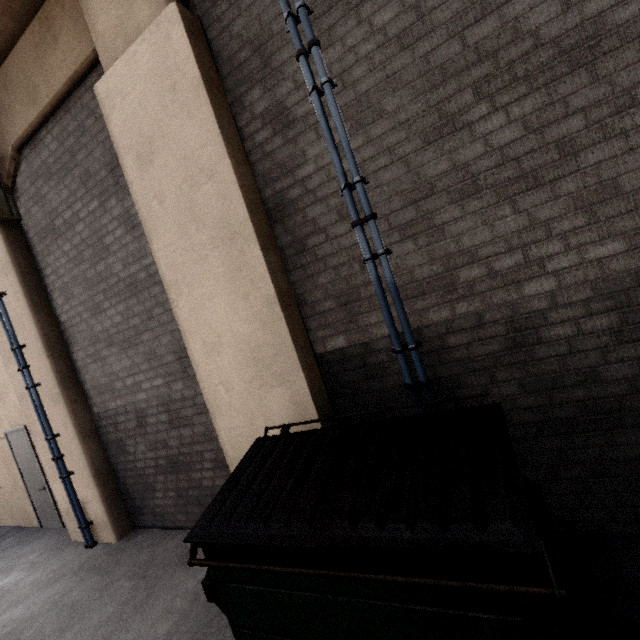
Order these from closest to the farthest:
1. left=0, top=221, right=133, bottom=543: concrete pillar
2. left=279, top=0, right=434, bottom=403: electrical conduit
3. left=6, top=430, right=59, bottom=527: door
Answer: left=279, top=0, right=434, bottom=403: electrical conduit < left=0, top=221, right=133, bottom=543: concrete pillar < left=6, top=430, right=59, bottom=527: door

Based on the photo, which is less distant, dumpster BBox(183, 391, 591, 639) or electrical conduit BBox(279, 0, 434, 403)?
dumpster BBox(183, 391, 591, 639)

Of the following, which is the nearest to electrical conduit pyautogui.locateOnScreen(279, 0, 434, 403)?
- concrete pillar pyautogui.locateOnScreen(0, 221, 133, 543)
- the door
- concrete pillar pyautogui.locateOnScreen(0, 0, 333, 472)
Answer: concrete pillar pyautogui.locateOnScreen(0, 0, 333, 472)

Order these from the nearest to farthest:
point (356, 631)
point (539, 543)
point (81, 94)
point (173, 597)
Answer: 1. point (539, 543)
2. point (356, 631)
3. point (173, 597)
4. point (81, 94)

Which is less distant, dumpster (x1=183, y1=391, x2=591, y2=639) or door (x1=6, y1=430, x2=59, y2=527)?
dumpster (x1=183, y1=391, x2=591, y2=639)

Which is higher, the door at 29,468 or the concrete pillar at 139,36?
the concrete pillar at 139,36

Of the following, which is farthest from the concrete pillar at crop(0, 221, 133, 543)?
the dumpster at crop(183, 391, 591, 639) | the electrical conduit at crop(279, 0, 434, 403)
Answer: the electrical conduit at crop(279, 0, 434, 403)

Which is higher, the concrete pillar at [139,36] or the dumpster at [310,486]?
the concrete pillar at [139,36]
